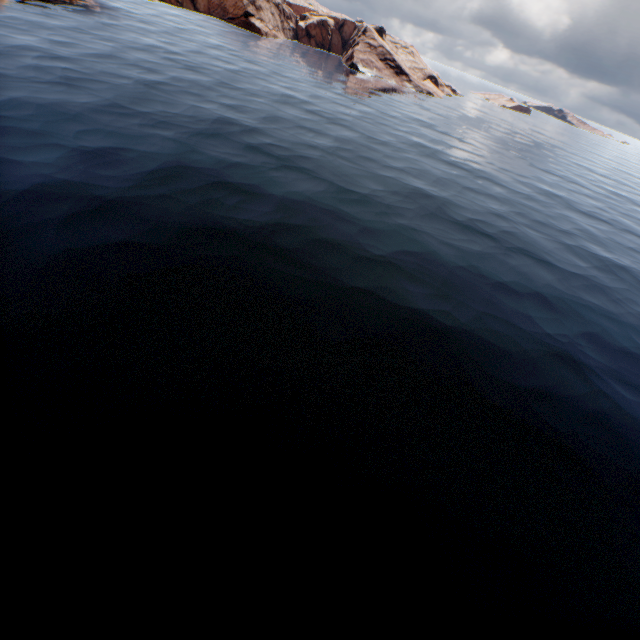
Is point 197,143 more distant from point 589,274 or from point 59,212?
point 589,274
